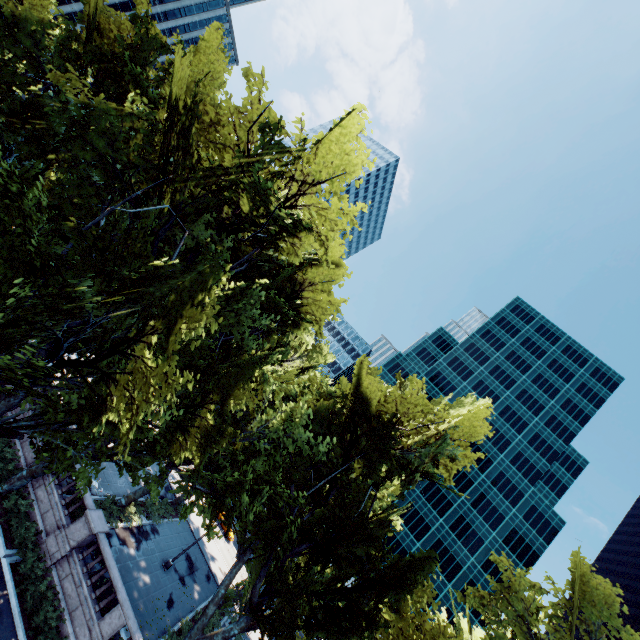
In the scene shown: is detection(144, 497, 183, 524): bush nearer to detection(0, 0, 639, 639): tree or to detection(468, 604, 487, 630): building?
detection(0, 0, 639, 639): tree

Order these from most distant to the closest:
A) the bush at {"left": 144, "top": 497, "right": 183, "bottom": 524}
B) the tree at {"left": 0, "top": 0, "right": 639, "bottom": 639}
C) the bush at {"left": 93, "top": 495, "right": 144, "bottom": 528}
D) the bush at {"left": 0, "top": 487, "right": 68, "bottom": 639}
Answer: the bush at {"left": 144, "top": 497, "right": 183, "bottom": 524} < the bush at {"left": 93, "top": 495, "right": 144, "bottom": 528} < the bush at {"left": 0, "top": 487, "right": 68, "bottom": 639} < the tree at {"left": 0, "top": 0, "right": 639, "bottom": 639}

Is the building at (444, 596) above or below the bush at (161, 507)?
above

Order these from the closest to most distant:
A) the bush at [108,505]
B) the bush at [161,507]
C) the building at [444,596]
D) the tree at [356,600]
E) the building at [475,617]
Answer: the tree at [356,600] → the bush at [108,505] → the bush at [161,507] → the building at [475,617] → the building at [444,596]

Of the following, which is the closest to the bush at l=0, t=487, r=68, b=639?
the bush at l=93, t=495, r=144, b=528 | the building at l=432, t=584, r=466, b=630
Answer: the bush at l=93, t=495, r=144, b=528

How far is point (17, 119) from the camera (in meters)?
14.58

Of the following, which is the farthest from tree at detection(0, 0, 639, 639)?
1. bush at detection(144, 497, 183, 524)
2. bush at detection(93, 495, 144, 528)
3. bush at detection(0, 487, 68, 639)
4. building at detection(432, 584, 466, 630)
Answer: building at detection(432, 584, 466, 630)

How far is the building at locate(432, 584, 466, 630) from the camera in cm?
5769
